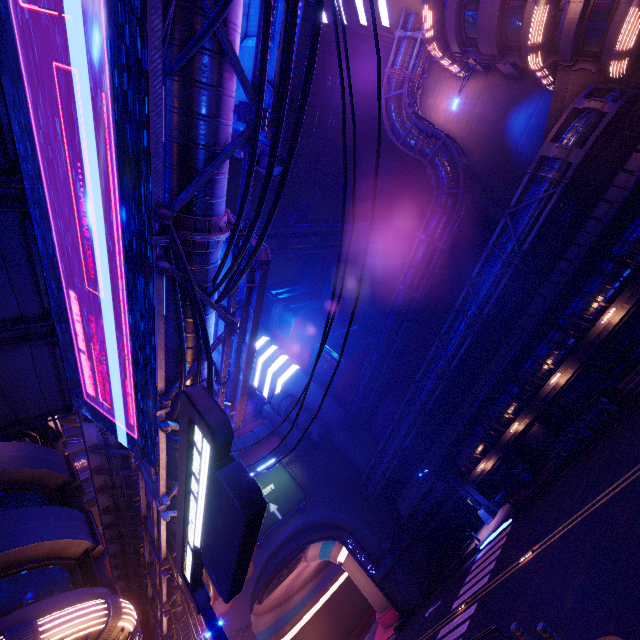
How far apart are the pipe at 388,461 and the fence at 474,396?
0.0 meters

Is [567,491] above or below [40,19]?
below

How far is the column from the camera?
27.1m

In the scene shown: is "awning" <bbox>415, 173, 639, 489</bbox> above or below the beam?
below

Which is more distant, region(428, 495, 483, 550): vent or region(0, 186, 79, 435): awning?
region(428, 495, 483, 550): vent

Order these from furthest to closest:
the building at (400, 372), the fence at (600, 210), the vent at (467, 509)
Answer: the building at (400, 372), the vent at (467, 509), the fence at (600, 210)

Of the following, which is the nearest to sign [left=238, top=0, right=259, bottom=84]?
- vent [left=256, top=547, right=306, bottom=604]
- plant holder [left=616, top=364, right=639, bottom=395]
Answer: plant holder [left=616, top=364, right=639, bottom=395]

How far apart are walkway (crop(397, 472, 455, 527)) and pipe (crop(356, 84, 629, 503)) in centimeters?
278cm
